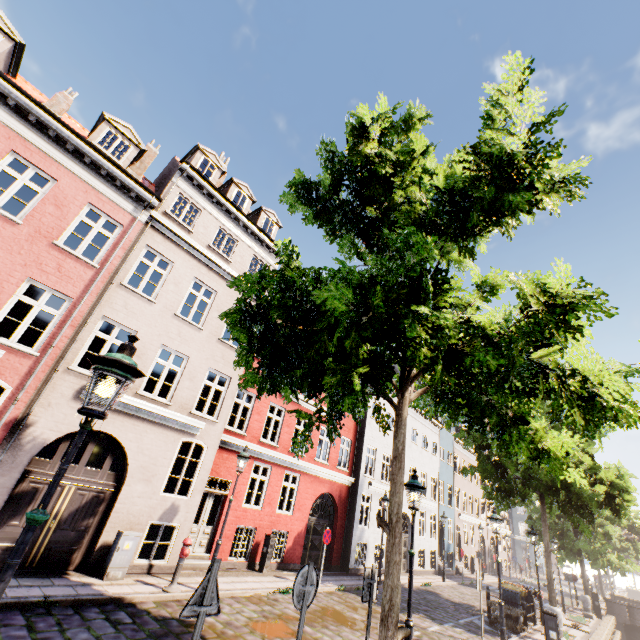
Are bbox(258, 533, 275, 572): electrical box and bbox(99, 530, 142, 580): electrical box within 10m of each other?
yes

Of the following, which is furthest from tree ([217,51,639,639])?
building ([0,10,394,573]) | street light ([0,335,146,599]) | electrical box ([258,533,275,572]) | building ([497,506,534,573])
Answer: electrical box ([258,533,275,572])

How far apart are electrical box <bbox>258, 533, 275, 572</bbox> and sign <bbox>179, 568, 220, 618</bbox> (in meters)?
11.05

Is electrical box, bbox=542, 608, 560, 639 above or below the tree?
below

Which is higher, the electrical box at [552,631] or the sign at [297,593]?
the sign at [297,593]

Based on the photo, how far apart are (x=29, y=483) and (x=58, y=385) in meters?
2.5 m

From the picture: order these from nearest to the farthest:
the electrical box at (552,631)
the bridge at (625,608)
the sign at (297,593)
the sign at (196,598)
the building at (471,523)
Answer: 1. the sign at (196,598)
2. the sign at (297,593)
3. the electrical box at (552,631)
4. the bridge at (625,608)
5. the building at (471,523)

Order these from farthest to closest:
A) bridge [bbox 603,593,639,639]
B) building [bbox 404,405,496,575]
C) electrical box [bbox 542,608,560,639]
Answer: building [bbox 404,405,496,575] < bridge [bbox 603,593,639,639] < electrical box [bbox 542,608,560,639]
